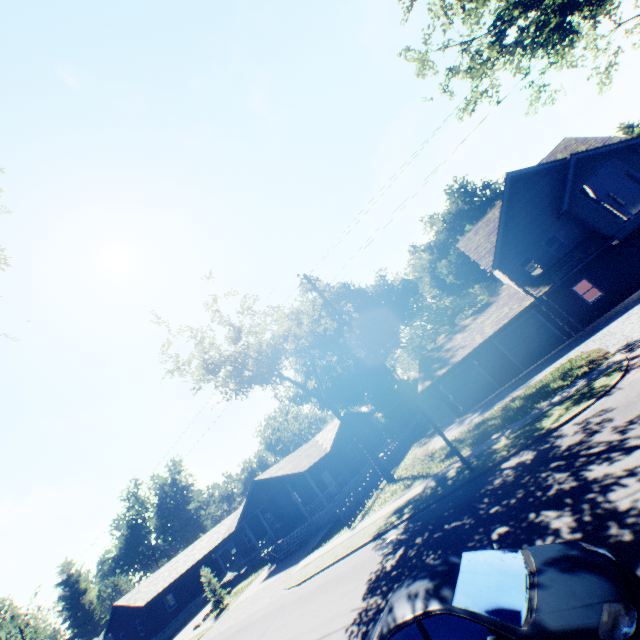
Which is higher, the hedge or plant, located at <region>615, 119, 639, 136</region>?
plant, located at <region>615, 119, 639, 136</region>

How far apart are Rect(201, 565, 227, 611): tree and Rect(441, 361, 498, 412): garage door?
26.86m

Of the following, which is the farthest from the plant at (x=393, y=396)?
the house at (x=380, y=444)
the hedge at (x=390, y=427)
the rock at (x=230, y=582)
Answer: the rock at (x=230, y=582)

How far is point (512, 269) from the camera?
23.5 meters

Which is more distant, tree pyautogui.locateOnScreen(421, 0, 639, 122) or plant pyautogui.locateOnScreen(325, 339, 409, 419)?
plant pyautogui.locateOnScreen(325, 339, 409, 419)

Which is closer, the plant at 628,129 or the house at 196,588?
the house at 196,588

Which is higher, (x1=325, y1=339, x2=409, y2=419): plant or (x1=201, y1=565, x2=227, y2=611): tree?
(x1=325, y1=339, x2=409, y2=419): plant

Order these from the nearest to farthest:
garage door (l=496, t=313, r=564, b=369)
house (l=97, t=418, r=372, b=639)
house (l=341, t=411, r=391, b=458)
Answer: garage door (l=496, t=313, r=564, b=369) → house (l=97, t=418, r=372, b=639) → house (l=341, t=411, r=391, b=458)
